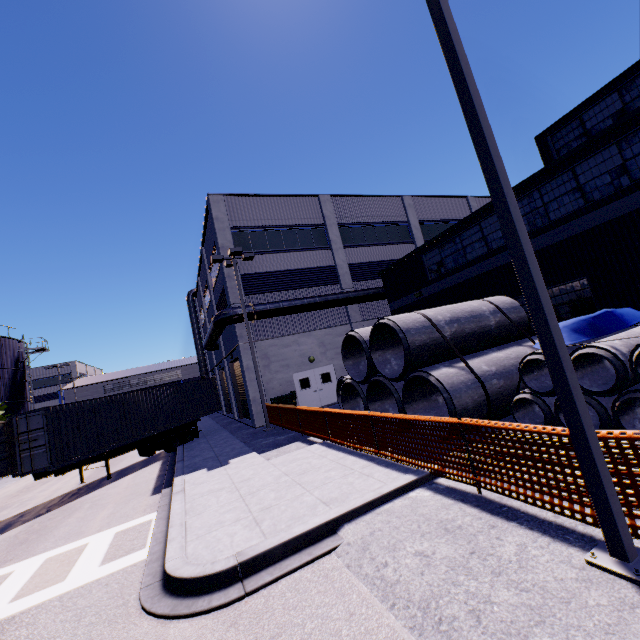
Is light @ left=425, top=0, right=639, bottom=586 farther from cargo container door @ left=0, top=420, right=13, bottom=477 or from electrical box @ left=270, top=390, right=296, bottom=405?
cargo container door @ left=0, top=420, right=13, bottom=477

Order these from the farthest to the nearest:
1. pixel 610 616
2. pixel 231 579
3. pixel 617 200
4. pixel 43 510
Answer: pixel 43 510, pixel 617 200, pixel 231 579, pixel 610 616

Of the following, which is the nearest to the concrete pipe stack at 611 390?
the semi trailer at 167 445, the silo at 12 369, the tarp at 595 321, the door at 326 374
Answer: the tarp at 595 321

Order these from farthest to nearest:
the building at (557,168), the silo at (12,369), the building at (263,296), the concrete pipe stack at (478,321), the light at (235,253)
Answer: the silo at (12,369) → the light at (235,253) → the building at (263,296) → the building at (557,168) → the concrete pipe stack at (478,321)

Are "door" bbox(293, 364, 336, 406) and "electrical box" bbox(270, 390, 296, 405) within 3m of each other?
yes

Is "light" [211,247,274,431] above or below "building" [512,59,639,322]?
above

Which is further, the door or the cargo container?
the door

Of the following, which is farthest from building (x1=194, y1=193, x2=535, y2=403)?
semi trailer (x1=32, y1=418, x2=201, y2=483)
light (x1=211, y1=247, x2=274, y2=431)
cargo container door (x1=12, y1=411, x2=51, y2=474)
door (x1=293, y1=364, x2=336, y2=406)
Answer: cargo container door (x1=12, y1=411, x2=51, y2=474)
